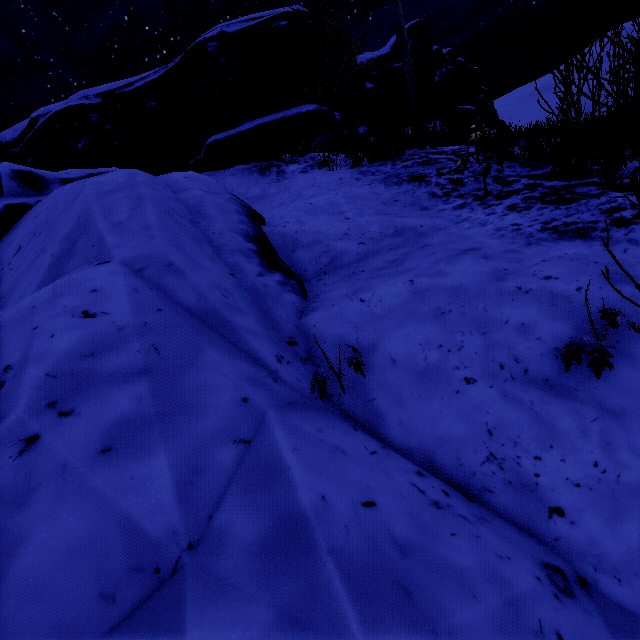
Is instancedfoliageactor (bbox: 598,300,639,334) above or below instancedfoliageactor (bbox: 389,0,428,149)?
below

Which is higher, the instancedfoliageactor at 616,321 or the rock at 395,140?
the rock at 395,140

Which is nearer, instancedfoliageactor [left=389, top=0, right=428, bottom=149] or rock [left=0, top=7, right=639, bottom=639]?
rock [left=0, top=7, right=639, bottom=639]

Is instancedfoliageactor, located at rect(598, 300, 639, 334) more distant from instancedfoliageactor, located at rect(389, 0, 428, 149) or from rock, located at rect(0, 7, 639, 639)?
instancedfoliageactor, located at rect(389, 0, 428, 149)

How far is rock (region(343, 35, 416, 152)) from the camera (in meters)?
7.71

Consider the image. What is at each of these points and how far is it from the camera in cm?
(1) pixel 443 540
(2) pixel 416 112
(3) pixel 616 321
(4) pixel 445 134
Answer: (1) rock, 124
(2) instancedfoliageactor, 702
(3) instancedfoliageactor, 181
(4) rock, 2106

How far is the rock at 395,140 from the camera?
7.7 meters
